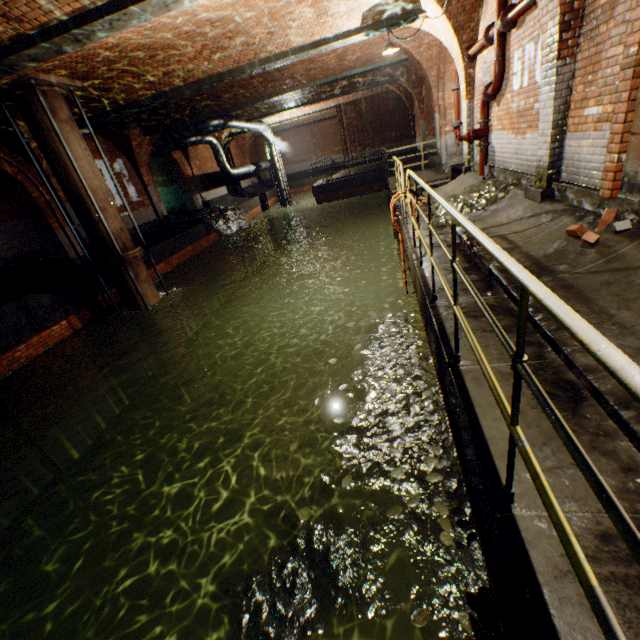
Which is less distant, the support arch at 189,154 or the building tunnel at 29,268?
the building tunnel at 29,268

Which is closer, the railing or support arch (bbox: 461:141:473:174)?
the railing

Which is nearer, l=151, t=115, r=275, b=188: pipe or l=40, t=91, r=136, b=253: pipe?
l=40, t=91, r=136, b=253: pipe

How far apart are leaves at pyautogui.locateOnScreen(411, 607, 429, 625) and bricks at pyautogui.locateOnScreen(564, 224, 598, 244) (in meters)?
4.11

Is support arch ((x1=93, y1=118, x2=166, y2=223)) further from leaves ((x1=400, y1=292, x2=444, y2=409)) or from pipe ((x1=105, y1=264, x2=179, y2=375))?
pipe ((x1=105, y1=264, x2=179, y2=375))

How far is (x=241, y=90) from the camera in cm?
1260

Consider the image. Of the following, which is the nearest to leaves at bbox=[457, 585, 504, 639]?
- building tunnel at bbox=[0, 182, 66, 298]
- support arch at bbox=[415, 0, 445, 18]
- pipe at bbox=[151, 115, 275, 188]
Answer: support arch at bbox=[415, 0, 445, 18]

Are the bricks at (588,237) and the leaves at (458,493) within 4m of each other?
yes
